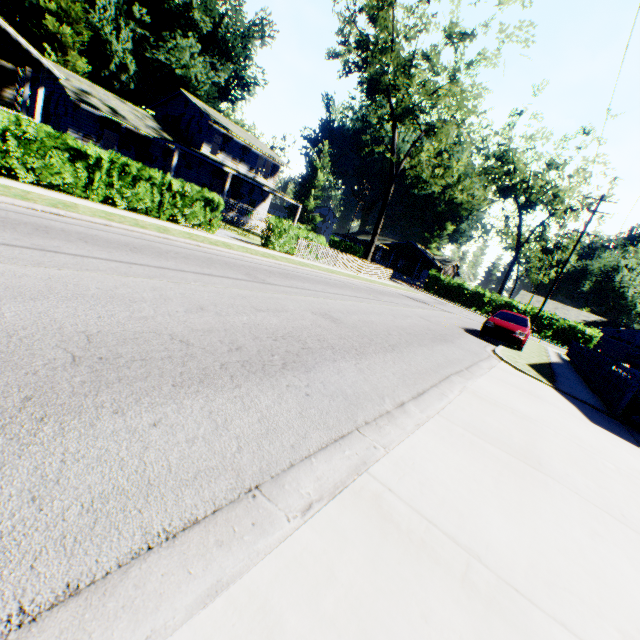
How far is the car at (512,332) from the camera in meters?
14.5

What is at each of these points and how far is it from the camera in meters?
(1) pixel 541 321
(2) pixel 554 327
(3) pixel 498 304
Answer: (1) hedge, 38.1
(2) hedge, 38.5
(3) hedge, 41.8

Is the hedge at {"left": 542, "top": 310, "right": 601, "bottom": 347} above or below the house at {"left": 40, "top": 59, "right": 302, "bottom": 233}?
below

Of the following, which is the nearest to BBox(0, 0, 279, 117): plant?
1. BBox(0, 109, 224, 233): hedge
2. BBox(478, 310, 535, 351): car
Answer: BBox(0, 109, 224, 233): hedge

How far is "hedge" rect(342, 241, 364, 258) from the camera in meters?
52.1

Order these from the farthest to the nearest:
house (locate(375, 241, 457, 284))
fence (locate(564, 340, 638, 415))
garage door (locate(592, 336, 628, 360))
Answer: house (locate(375, 241, 457, 284))
garage door (locate(592, 336, 628, 360))
fence (locate(564, 340, 638, 415))

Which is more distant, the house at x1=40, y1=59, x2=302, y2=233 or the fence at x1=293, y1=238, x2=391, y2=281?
the house at x1=40, y1=59, x2=302, y2=233

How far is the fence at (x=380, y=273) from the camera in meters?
20.3
